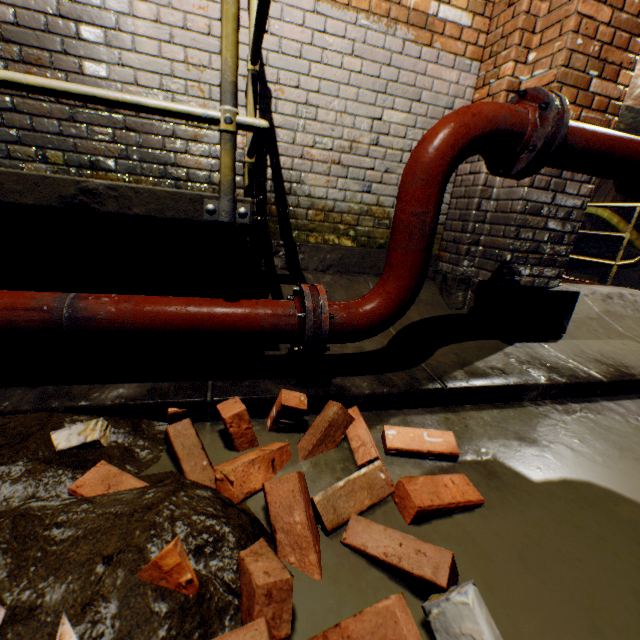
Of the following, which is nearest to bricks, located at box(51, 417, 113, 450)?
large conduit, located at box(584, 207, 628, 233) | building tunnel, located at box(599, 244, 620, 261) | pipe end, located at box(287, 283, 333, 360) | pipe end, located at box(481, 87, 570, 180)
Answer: pipe end, located at box(287, 283, 333, 360)

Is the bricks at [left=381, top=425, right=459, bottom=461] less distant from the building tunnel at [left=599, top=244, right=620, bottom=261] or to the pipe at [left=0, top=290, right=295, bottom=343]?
the pipe at [left=0, top=290, right=295, bottom=343]

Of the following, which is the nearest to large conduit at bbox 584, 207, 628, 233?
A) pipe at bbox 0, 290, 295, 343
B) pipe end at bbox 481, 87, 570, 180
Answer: pipe end at bbox 481, 87, 570, 180

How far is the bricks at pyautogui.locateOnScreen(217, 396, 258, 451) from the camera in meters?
1.3

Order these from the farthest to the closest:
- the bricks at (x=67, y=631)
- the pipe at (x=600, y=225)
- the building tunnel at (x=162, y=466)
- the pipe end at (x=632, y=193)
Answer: the pipe at (x=600, y=225) < the pipe end at (x=632, y=193) < the building tunnel at (x=162, y=466) < the bricks at (x=67, y=631)

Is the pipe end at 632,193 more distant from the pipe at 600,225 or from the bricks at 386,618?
the pipe at 600,225

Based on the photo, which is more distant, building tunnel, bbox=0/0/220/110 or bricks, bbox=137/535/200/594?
building tunnel, bbox=0/0/220/110

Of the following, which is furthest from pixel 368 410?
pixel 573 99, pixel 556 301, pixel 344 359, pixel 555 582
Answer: pixel 573 99
